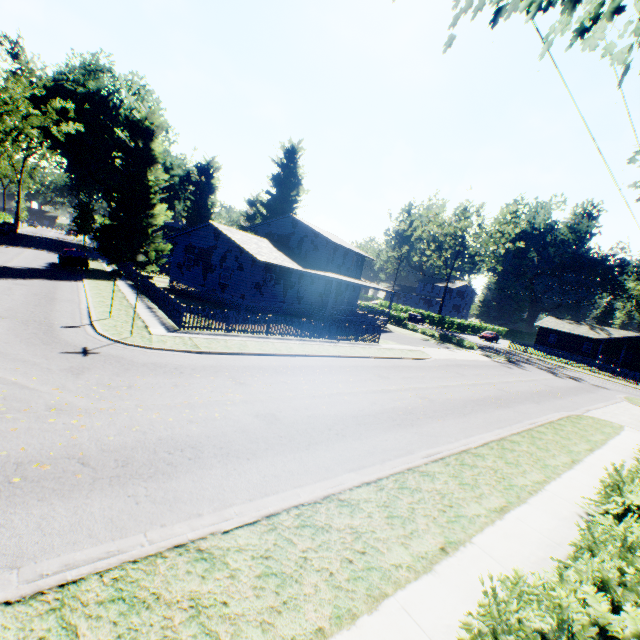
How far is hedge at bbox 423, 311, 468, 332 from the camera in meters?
56.5

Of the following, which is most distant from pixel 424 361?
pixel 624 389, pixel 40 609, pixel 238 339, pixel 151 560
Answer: pixel 624 389

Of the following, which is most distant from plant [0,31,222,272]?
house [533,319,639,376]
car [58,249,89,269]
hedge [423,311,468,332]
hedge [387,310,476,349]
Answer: house [533,319,639,376]

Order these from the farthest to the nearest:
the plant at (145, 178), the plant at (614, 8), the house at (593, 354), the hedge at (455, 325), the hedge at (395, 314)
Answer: the hedge at (455, 325) < the house at (593, 354) < the hedge at (395, 314) < the plant at (145, 178) < the plant at (614, 8)

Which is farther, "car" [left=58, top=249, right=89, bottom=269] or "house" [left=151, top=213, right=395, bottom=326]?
"car" [left=58, top=249, right=89, bottom=269]

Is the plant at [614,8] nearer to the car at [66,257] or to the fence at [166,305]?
the fence at [166,305]

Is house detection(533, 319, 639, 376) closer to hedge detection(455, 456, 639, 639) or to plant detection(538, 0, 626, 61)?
plant detection(538, 0, 626, 61)

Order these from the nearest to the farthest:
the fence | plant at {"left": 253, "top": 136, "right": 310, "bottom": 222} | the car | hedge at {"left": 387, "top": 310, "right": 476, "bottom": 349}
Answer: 1. the fence
2. the car
3. hedge at {"left": 387, "top": 310, "right": 476, "bottom": 349}
4. plant at {"left": 253, "top": 136, "right": 310, "bottom": 222}
